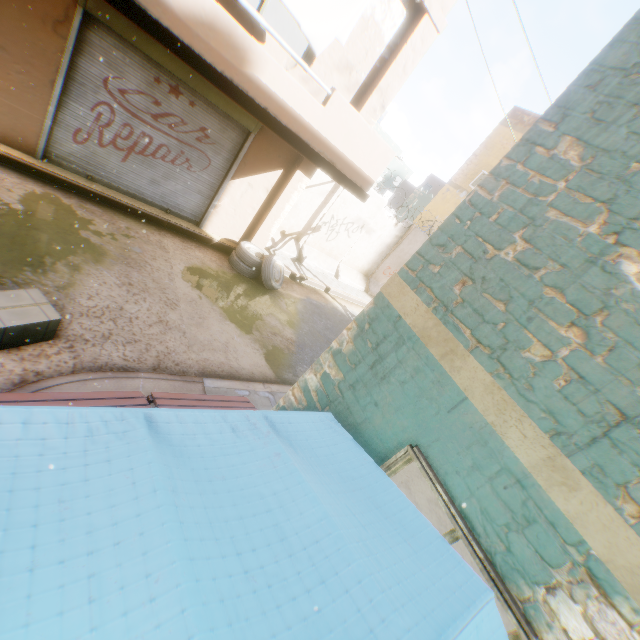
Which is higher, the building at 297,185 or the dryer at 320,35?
the dryer at 320,35

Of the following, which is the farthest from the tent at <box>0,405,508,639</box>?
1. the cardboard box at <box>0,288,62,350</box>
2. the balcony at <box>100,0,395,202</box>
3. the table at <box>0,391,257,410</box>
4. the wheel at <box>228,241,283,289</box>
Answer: the wheel at <box>228,241,283,289</box>

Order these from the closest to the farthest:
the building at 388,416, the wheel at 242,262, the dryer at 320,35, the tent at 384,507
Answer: the tent at 384,507
the building at 388,416
the dryer at 320,35
the wheel at 242,262

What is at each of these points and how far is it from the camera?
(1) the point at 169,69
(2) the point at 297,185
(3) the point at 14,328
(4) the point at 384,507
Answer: (1) rolling overhead door, 6.1m
(2) building, 8.5m
(3) cardboard box, 3.5m
(4) tent, 1.8m

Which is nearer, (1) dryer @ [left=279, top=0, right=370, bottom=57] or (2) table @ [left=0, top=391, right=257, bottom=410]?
(2) table @ [left=0, top=391, right=257, bottom=410]

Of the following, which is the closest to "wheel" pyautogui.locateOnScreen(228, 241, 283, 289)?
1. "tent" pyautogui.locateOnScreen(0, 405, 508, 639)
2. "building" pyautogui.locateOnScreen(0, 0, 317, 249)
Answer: "building" pyautogui.locateOnScreen(0, 0, 317, 249)

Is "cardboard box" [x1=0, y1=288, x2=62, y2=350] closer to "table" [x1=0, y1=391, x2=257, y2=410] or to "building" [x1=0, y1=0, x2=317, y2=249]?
"table" [x1=0, y1=391, x2=257, y2=410]

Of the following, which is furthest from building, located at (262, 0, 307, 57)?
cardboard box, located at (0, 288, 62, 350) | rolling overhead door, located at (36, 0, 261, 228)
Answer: cardboard box, located at (0, 288, 62, 350)
